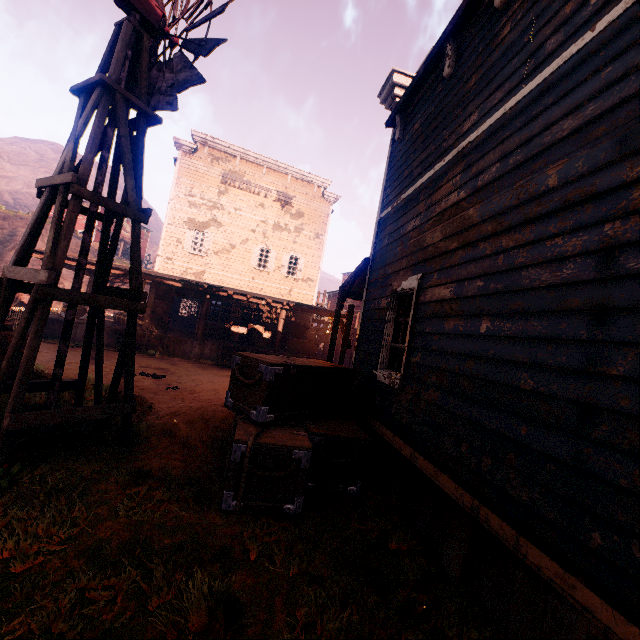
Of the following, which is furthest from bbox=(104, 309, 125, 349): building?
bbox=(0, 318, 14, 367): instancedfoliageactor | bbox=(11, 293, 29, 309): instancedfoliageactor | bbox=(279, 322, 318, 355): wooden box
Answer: bbox=(0, 318, 14, 367): instancedfoliageactor

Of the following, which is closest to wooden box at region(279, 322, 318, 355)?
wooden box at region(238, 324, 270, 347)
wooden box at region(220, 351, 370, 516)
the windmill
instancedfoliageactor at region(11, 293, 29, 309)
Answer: wooden box at region(238, 324, 270, 347)

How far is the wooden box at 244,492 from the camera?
3.9 meters

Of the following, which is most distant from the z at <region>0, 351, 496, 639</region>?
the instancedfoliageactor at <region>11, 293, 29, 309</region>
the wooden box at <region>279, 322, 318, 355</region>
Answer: the wooden box at <region>279, 322, 318, 355</region>

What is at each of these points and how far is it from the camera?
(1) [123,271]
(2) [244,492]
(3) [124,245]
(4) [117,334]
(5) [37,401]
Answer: (1) building, 14.49m
(2) wooden box, 3.90m
(3) building, 48.09m
(4) building, 14.60m
(5) z, 6.18m

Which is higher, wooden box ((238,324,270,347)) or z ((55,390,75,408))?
A: wooden box ((238,324,270,347))

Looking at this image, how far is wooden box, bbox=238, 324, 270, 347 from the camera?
18.80m

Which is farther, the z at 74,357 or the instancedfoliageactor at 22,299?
the instancedfoliageactor at 22,299
